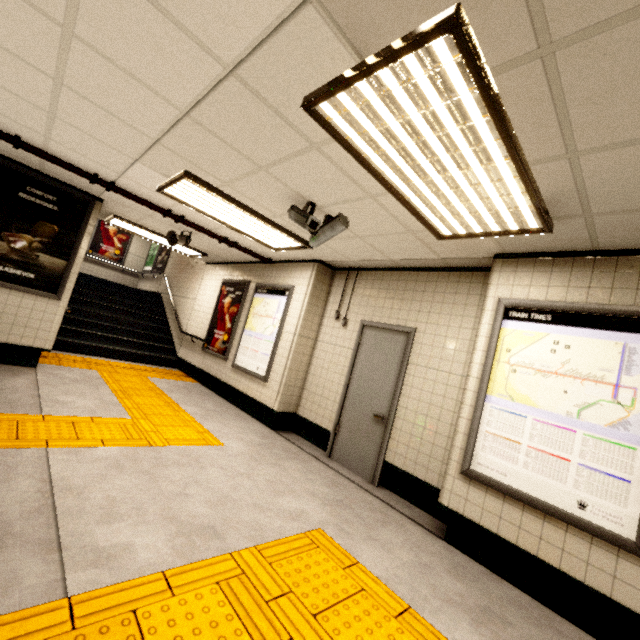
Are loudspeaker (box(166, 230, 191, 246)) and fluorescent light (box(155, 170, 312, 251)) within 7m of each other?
yes

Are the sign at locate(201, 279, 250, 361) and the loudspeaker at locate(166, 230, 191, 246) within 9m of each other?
yes

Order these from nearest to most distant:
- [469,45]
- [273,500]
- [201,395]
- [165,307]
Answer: [469,45]
[273,500]
[201,395]
[165,307]

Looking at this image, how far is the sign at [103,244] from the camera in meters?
12.2 m

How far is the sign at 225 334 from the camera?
6.8 meters

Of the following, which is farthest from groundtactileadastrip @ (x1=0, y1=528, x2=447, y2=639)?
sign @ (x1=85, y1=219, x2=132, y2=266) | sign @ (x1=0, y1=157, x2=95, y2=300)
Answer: sign @ (x1=85, y1=219, x2=132, y2=266)

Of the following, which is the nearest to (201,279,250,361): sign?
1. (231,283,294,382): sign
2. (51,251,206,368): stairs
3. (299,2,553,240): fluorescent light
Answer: (231,283,294,382): sign

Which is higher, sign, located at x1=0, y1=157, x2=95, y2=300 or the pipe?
the pipe
